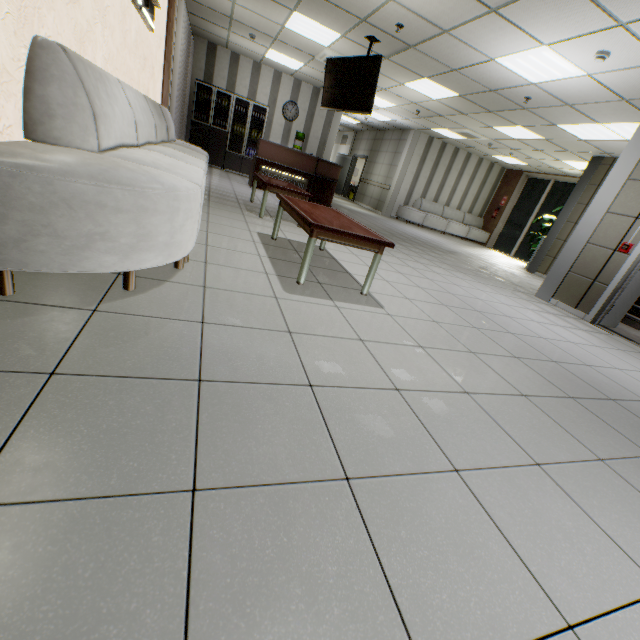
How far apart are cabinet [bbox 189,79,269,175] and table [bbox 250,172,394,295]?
8.0 meters

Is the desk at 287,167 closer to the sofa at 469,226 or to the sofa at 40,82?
the sofa at 40,82

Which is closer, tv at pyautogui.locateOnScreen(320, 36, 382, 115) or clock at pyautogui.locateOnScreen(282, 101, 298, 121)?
tv at pyautogui.locateOnScreen(320, 36, 382, 115)

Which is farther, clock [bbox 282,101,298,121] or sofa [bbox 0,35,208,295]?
clock [bbox 282,101,298,121]

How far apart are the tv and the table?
3.0 meters

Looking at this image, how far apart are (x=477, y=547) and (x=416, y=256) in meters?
5.6

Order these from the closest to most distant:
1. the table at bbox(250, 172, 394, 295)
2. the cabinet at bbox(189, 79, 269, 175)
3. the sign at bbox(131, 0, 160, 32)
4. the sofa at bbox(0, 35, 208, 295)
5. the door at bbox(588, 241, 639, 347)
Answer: the sofa at bbox(0, 35, 208, 295) < the table at bbox(250, 172, 394, 295) < the sign at bbox(131, 0, 160, 32) < the door at bbox(588, 241, 639, 347) < the cabinet at bbox(189, 79, 269, 175)

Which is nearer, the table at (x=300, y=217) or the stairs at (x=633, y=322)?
the table at (x=300, y=217)
